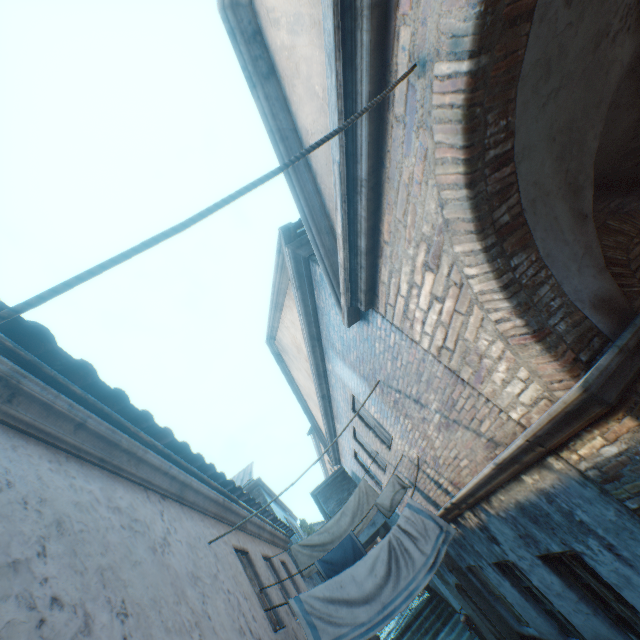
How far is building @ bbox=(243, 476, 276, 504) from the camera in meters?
14.9 m

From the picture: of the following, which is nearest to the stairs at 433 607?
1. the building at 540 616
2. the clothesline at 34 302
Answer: the building at 540 616

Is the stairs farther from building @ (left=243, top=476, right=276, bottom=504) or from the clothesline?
the clothesline

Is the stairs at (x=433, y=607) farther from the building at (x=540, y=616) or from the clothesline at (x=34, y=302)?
the clothesline at (x=34, y=302)

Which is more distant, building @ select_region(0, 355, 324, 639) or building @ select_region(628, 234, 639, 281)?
building @ select_region(628, 234, 639, 281)

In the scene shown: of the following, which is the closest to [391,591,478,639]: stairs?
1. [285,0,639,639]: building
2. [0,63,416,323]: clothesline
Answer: [285,0,639,639]: building

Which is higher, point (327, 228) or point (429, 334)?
point (327, 228)

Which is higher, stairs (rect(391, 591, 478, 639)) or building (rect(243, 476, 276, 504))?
building (rect(243, 476, 276, 504))
